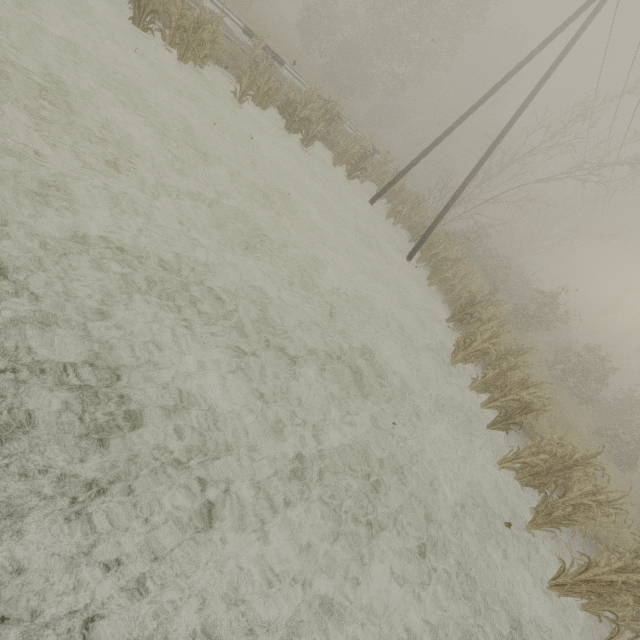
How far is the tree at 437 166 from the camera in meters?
17.2

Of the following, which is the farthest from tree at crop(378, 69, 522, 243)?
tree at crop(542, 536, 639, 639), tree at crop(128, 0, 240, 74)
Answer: tree at crop(542, 536, 639, 639)

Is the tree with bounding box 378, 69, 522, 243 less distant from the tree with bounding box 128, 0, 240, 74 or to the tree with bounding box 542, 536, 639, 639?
the tree with bounding box 128, 0, 240, 74

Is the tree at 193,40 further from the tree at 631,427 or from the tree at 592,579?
the tree at 592,579

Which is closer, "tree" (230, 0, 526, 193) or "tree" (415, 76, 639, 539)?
"tree" (415, 76, 639, 539)

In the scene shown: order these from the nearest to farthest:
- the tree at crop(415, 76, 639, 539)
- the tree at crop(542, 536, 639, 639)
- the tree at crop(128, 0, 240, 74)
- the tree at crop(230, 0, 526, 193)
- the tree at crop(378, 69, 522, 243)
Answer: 1. the tree at crop(542, 536, 639, 639)
2. the tree at crop(415, 76, 639, 539)
3. the tree at crop(128, 0, 240, 74)
4. the tree at crop(230, 0, 526, 193)
5. the tree at crop(378, 69, 522, 243)

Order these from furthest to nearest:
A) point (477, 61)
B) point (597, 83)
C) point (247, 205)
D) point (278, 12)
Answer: point (278, 12) → point (477, 61) → point (597, 83) → point (247, 205)
